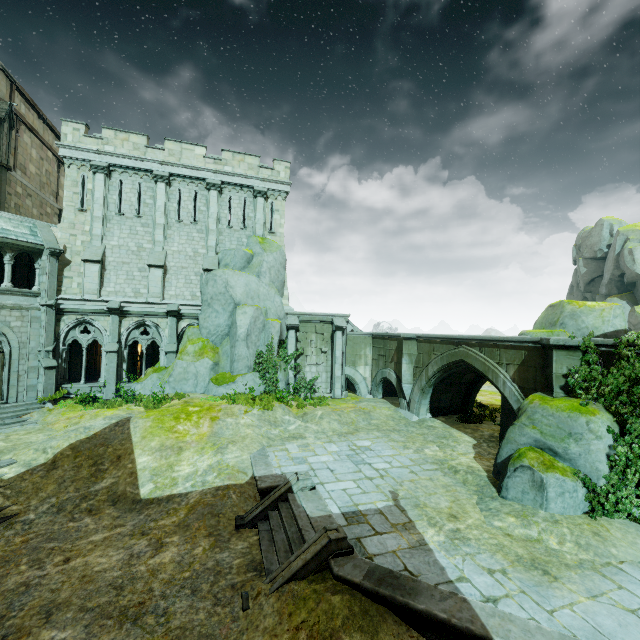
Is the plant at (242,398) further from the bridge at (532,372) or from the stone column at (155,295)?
the stone column at (155,295)

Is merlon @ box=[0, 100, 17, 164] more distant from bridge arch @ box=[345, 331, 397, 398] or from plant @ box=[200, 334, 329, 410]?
bridge arch @ box=[345, 331, 397, 398]

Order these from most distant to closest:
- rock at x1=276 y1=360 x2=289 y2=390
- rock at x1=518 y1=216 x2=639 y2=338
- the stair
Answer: rock at x1=276 y1=360 x2=289 y2=390, rock at x1=518 y1=216 x2=639 y2=338, the stair

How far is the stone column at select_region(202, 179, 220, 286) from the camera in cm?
2087

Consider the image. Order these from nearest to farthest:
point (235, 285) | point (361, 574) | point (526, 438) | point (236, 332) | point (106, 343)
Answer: point (361, 574) → point (526, 438) → point (236, 332) → point (106, 343) → point (235, 285)

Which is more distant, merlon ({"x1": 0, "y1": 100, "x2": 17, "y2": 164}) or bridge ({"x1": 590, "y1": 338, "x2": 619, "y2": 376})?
merlon ({"x1": 0, "y1": 100, "x2": 17, "y2": 164})

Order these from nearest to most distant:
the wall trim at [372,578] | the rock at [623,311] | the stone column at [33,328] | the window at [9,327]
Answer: the wall trim at [372,578] < the rock at [623,311] < the window at [9,327] < the stone column at [33,328]

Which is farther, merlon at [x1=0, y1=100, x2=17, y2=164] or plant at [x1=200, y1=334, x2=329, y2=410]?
merlon at [x1=0, y1=100, x2=17, y2=164]
